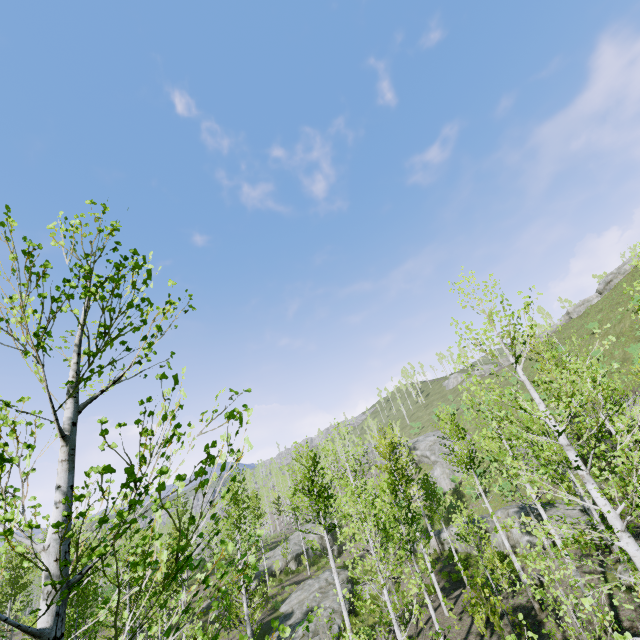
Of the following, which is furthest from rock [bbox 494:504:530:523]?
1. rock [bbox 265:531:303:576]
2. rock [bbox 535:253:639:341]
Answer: rock [bbox 535:253:639:341]

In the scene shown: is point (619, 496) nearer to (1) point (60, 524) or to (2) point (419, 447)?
(1) point (60, 524)

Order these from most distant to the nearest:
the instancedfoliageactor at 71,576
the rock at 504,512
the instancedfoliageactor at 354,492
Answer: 1. the rock at 504,512
2. the instancedfoliageactor at 354,492
3. the instancedfoliageactor at 71,576

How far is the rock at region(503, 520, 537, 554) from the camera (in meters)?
20.45

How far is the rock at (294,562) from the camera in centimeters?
3547cm

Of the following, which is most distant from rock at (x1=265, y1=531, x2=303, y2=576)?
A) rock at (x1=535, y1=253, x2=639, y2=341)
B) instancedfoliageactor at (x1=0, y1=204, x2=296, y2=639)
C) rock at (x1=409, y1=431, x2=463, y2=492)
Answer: rock at (x1=535, y1=253, x2=639, y2=341)

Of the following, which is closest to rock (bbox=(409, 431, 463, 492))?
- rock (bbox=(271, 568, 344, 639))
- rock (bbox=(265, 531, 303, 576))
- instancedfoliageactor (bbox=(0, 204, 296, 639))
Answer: instancedfoliageactor (bbox=(0, 204, 296, 639))

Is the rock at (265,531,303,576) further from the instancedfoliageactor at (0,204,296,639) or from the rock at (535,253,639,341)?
the rock at (535,253,639,341)
